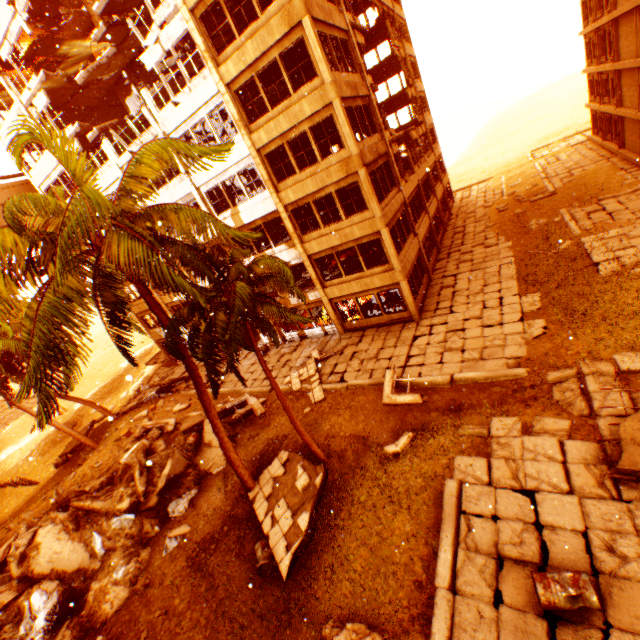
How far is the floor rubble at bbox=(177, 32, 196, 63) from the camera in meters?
16.7 m

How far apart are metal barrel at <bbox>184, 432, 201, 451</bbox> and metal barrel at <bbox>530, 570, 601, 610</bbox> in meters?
13.2 m

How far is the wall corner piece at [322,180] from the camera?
14.99m

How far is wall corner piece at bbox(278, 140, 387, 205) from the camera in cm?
1499

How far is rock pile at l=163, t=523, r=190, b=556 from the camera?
11.6m

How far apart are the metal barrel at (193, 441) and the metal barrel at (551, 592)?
13.2m

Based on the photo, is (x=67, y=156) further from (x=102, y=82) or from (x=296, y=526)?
(x=102, y=82)

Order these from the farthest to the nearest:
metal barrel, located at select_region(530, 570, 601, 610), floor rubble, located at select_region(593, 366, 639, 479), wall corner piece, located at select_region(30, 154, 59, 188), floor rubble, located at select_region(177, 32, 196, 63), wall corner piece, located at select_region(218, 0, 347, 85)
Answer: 1. wall corner piece, located at select_region(30, 154, 59, 188)
2. floor rubble, located at select_region(177, 32, 196, 63)
3. wall corner piece, located at select_region(218, 0, 347, 85)
4. floor rubble, located at select_region(593, 366, 639, 479)
5. metal barrel, located at select_region(530, 570, 601, 610)
